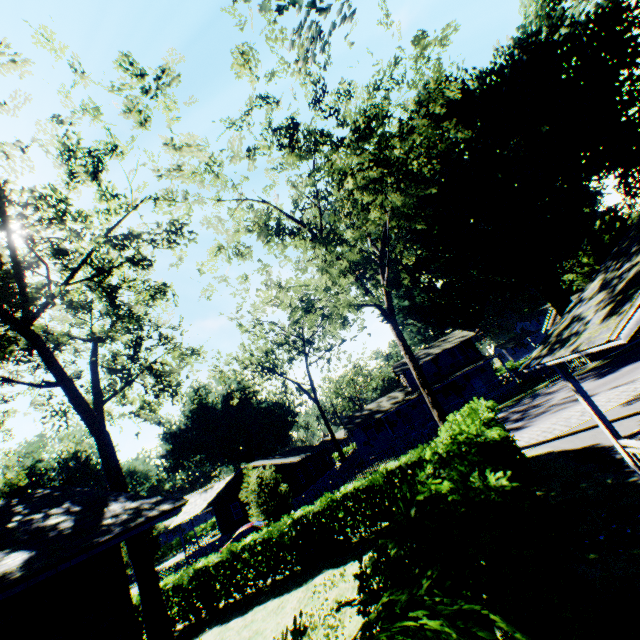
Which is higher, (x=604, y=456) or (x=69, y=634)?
(x=69, y=634)

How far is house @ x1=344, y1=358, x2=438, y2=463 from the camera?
37.6 meters

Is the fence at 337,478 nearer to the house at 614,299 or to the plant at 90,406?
the plant at 90,406

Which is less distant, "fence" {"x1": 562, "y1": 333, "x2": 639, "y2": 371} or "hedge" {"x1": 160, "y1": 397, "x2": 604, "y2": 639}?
"hedge" {"x1": 160, "y1": 397, "x2": 604, "y2": 639}

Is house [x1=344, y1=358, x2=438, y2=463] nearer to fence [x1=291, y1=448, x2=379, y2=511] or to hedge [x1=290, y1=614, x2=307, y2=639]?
fence [x1=291, y1=448, x2=379, y2=511]

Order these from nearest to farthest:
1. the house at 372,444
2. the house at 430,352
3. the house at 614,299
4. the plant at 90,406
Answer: the house at 614,299 → the plant at 90,406 → the house at 430,352 → the house at 372,444

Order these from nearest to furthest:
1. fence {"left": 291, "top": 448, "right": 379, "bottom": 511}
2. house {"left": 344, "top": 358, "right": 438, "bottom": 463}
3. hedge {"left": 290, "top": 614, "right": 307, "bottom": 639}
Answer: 1. hedge {"left": 290, "top": 614, "right": 307, "bottom": 639}
2. fence {"left": 291, "top": 448, "right": 379, "bottom": 511}
3. house {"left": 344, "top": 358, "right": 438, "bottom": 463}

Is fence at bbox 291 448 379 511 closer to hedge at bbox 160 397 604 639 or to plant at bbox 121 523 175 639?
plant at bbox 121 523 175 639
